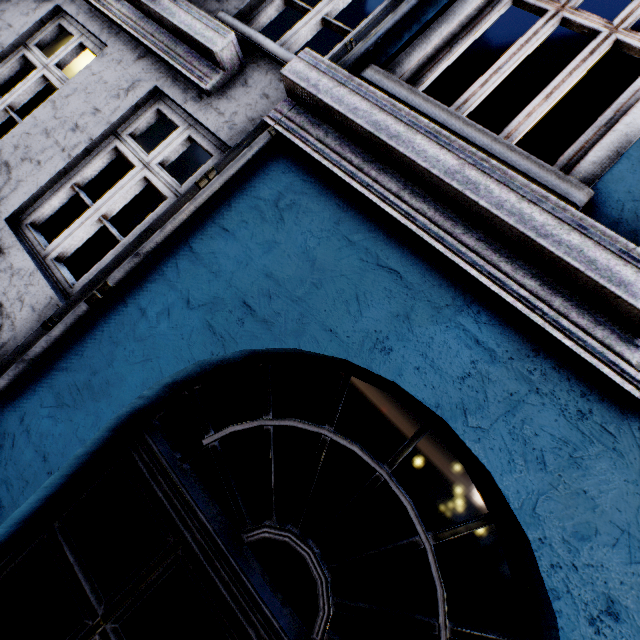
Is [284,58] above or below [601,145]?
below
